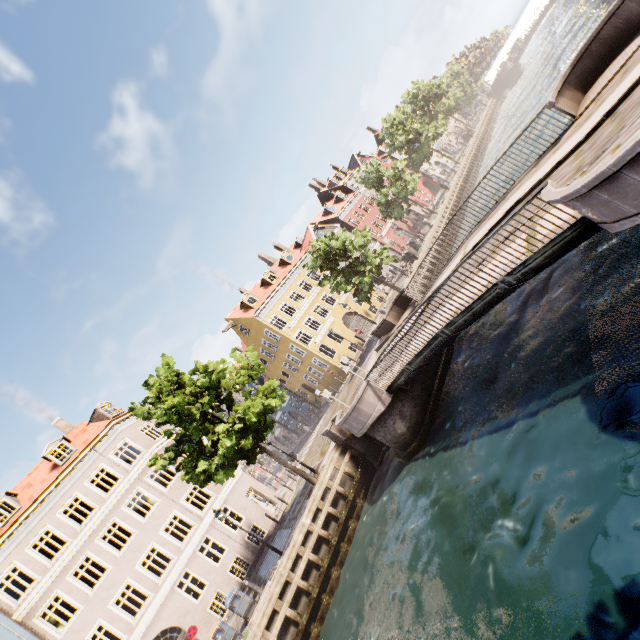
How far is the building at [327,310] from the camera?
32.5m

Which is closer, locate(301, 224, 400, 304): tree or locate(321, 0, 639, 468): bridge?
locate(321, 0, 639, 468): bridge

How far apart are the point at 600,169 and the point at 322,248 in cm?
2161

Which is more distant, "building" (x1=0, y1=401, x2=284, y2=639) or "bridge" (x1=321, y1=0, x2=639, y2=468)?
"building" (x1=0, y1=401, x2=284, y2=639)

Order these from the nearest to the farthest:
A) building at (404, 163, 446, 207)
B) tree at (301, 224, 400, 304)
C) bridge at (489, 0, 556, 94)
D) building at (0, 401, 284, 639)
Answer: building at (0, 401, 284, 639)
tree at (301, 224, 400, 304)
bridge at (489, 0, 556, 94)
building at (404, 163, 446, 207)

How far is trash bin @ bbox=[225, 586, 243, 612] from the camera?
14.5 meters

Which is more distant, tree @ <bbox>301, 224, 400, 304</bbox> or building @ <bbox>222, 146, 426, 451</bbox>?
building @ <bbox>222, 146, 426, 451</bbox>
